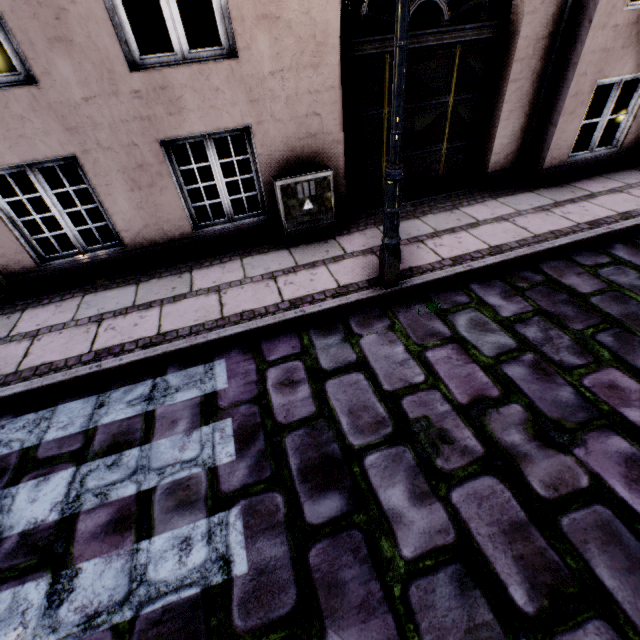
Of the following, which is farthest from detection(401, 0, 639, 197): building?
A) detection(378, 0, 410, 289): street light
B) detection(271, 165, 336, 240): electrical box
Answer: detection(378, 0, 410, 289): street light

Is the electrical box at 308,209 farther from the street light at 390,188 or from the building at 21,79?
the street light at 390,188

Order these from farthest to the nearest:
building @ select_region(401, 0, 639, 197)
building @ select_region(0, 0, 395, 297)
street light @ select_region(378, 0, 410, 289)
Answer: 1. building @ select_region(401, 0, 639, 197)
2. building @ select_region(0, 0, 395, 297)
3. street light @ select_region(378, 0, 410, 289)

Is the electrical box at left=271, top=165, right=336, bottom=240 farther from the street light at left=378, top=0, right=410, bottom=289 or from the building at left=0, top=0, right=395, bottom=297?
the street light at left=378, top=0, right=410, bottom=289

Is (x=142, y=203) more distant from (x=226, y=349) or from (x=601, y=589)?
(x=601, y=589)
